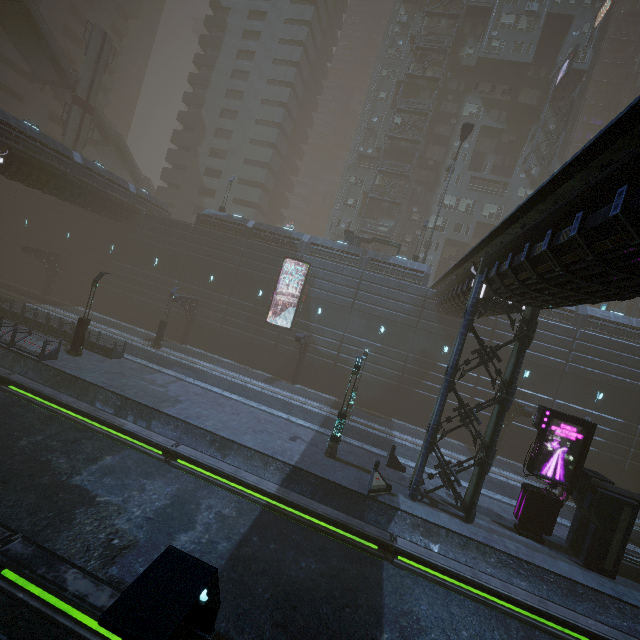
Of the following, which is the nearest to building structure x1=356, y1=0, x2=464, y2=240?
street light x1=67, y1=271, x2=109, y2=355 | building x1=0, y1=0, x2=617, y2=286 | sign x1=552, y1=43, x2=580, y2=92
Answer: building x1=0, y1=0, x2=617, y2=286

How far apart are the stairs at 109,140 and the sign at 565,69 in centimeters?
5355cm

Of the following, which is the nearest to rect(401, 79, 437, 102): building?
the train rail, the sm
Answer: the train rail

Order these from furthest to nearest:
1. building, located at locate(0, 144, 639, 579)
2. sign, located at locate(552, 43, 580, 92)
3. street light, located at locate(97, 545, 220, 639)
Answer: sign, located at locate(552, 43, 580, 92)
building, located at locate(0, 144, 639, 579)
street light, located at locate(97, 545, 220, 639)

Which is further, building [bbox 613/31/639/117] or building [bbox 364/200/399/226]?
building [bbox 613/31/639/117]

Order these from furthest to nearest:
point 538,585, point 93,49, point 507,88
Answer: point 507,88 → point 93,49 → point 538,585

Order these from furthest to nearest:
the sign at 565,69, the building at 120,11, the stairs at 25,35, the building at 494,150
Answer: the building at 120,11
the sign at 565,69
the building at 494,150
the stairs at 25,35

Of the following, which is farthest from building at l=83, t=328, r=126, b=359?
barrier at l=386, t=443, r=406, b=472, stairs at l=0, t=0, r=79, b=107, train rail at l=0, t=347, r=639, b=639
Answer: stairs at l=0, t=0, r=79, b=107
